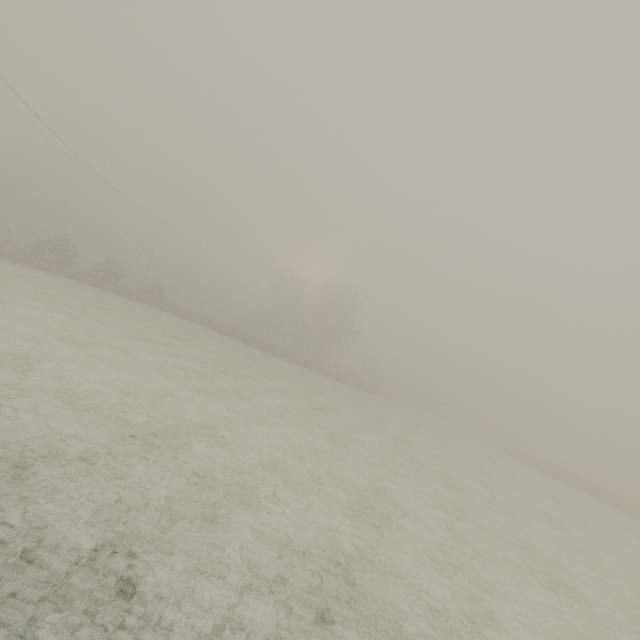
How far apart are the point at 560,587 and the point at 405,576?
6.2m

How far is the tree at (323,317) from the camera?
49.8 meters

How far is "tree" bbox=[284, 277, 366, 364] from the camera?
49.8 meters
